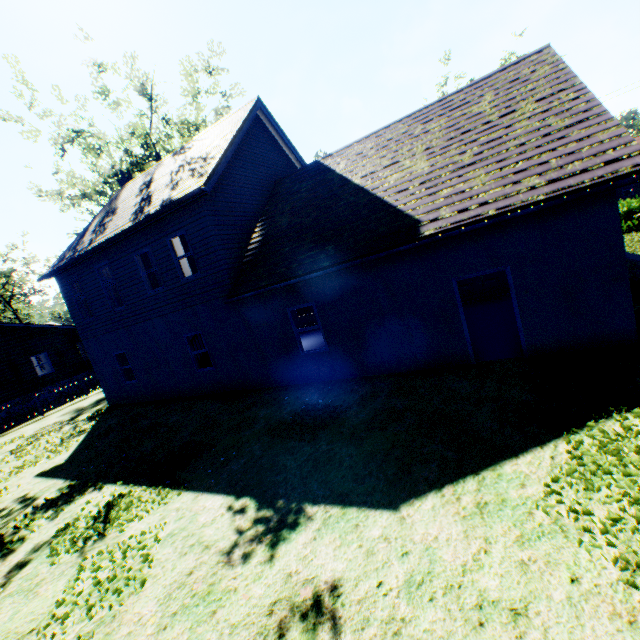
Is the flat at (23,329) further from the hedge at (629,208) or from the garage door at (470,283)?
the hedge at (629,208)

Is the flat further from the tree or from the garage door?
the garage door

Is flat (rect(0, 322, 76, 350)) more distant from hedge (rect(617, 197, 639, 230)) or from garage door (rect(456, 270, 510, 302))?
hedge (rect(617, 197, 639, 230))

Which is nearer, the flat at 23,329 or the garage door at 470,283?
the garage door at 470,283

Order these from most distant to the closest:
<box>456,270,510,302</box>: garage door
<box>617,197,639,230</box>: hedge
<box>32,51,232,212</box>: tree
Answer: <box>32,51,232,212</box>: tree < <box>617,197,639,230</box>: hedge < <box>456,270,510,302</box>: garage door

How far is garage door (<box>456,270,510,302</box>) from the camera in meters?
14.1

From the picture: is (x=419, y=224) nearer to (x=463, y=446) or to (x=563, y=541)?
(x=463, y=446)

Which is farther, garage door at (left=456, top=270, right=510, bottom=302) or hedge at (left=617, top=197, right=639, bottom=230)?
hedge at (left=617, top=197, right=639, bottom=230)
